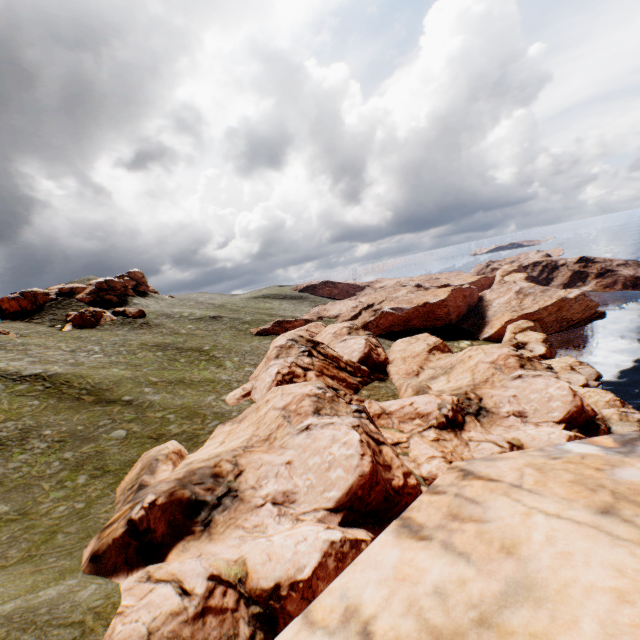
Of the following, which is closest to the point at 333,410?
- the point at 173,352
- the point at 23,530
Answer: the point at 23,530
